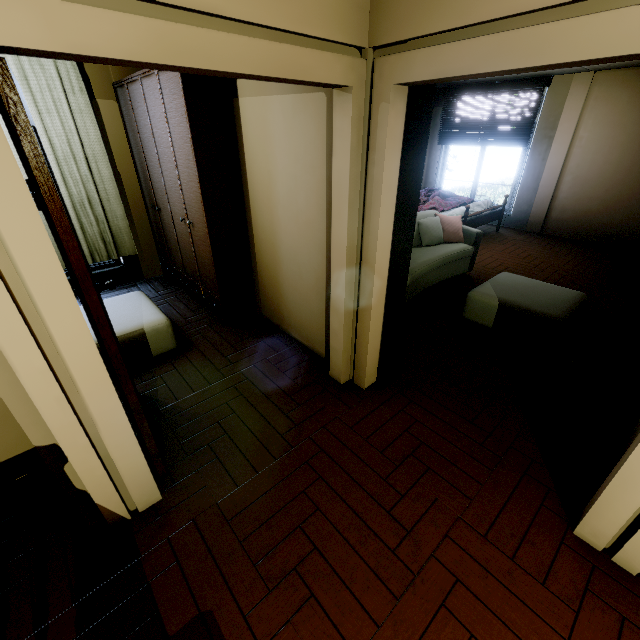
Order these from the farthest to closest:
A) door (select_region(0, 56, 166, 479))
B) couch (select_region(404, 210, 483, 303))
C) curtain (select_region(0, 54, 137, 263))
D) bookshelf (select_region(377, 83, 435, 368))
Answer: couch (select_region(404, 210, 483, 303)) → curtain (select_region(0, 54, 137, 263)) → bookshelf (select_region(377, 83, 435, 368)) → door (select_region(0, 56, 166, 479))

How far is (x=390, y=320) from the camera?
2.73m

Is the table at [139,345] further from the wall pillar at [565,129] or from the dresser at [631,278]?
the wall pillar at [565,129]

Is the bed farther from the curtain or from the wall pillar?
the curtain

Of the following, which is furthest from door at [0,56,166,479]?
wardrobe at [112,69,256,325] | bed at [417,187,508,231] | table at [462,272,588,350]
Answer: bed at [417,187,508,231]

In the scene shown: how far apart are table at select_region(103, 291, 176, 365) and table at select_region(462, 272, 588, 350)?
3.15m

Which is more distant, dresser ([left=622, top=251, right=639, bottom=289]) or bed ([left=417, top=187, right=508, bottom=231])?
bed ([left=417, top=187, right=508, bottom=231])

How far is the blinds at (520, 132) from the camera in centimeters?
619cm
